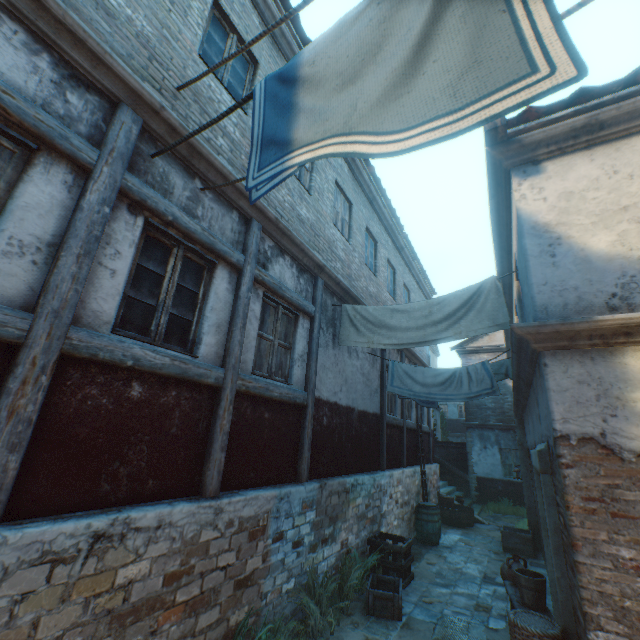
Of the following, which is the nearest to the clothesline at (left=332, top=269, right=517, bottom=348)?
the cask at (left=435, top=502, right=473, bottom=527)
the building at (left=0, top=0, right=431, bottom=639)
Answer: the building at (left=0, top=0, right=431, bottom=639)

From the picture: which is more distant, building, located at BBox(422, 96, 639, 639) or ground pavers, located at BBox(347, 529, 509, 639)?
ground pavers, located at BBox(347, 529, 509, 639)

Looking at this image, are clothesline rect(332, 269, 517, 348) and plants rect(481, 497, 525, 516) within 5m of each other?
no

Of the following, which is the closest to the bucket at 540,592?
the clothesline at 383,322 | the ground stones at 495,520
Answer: the clothesline at 383,322

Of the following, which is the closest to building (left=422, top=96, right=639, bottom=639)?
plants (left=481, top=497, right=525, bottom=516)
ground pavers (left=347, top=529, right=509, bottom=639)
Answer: ground pavers (left=347, top=529, right=509, bottom=639)

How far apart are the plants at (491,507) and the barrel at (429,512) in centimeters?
661cm

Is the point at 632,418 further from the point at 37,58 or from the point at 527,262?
the point at 37,58

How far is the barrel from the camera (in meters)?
9.23
